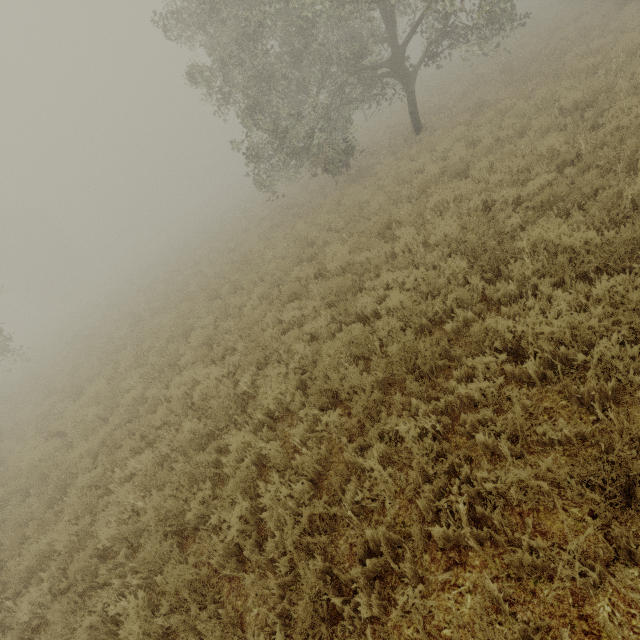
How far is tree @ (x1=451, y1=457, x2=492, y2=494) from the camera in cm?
304

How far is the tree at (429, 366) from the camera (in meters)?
4.45

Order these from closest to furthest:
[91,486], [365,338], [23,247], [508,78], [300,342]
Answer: [365,338], [300,342], [91,486], [508,78], [23,247]

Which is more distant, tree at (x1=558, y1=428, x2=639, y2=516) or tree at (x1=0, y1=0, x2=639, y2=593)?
tree at (x1=0, y1=0, x2=639, y2=593)

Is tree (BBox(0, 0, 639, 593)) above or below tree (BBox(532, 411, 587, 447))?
above
